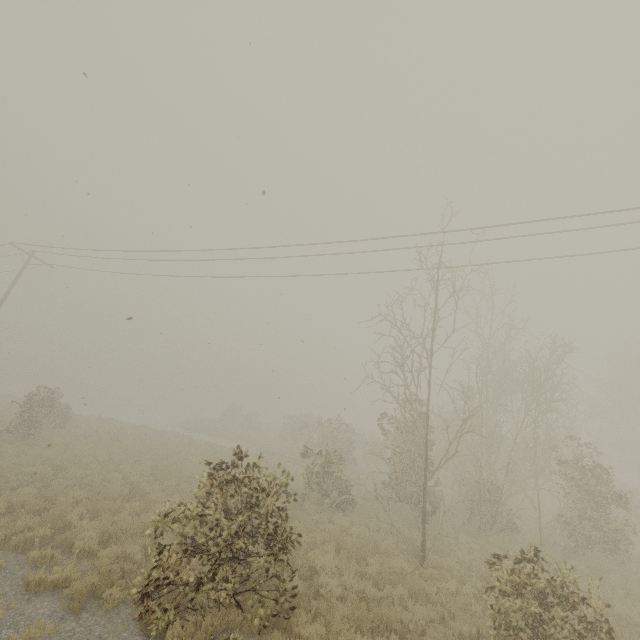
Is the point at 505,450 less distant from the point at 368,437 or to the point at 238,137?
the point at 368,437
